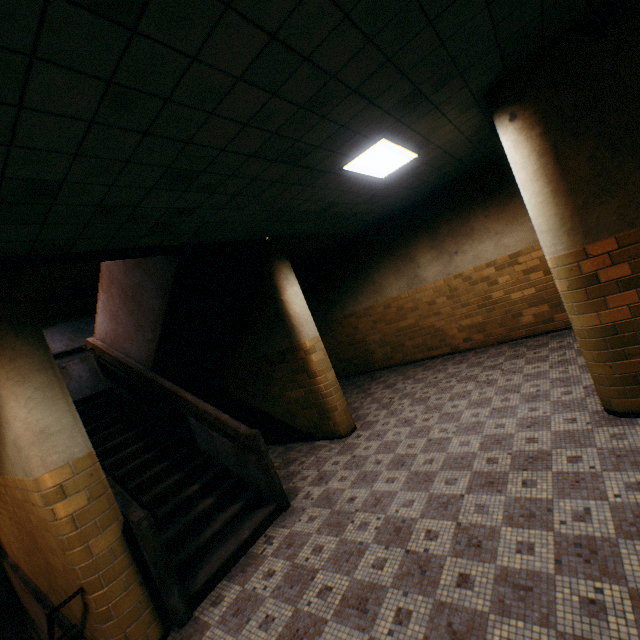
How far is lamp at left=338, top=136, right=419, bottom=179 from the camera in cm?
390

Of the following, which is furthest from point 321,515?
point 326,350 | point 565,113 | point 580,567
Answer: point 326,350

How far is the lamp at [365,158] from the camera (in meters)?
3.90

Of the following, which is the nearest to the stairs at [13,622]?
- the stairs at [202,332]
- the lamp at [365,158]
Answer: the stairs at [202,332]

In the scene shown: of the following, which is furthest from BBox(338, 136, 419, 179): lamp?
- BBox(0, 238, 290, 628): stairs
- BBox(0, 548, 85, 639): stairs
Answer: BBox(0, 548, 85, 639): stairs

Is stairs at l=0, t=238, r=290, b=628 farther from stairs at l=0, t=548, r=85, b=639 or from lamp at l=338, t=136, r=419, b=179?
lamp at l=338, t=136, r=419, b=179
